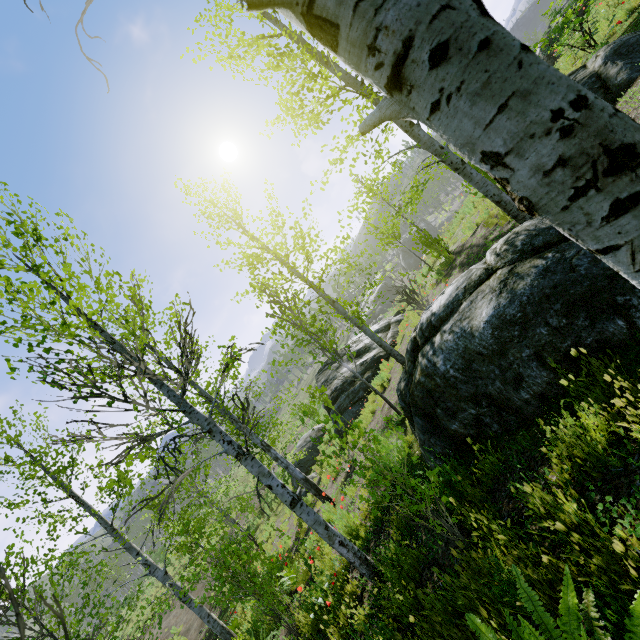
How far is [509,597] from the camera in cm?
226

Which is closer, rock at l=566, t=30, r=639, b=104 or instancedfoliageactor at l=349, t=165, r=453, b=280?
instancedfoliageactor at l=349, t=165, r=453, b=280

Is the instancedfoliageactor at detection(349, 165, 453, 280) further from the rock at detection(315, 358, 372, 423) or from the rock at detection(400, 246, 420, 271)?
the rock at detection(400, 246, 420, 271)

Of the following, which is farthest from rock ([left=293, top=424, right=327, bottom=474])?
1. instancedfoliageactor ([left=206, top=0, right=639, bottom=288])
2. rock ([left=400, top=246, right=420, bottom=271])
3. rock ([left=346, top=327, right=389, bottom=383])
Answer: rock ([left=400, top=246, right=420, bottom=271])

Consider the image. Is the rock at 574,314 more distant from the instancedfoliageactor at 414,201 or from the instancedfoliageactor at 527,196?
A: the instancedfoliageactor at 527,196

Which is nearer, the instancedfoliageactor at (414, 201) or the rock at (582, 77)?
the instancedfoliageactor at (414, 201)

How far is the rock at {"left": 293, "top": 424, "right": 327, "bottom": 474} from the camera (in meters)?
19.31

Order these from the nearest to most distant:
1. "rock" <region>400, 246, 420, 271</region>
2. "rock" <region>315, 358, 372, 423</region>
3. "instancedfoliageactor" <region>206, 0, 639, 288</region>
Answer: "instancedfoliageactor" <region>206, 0, 639, 288</region> < "rock" <region>315, 358, 372, 423</region> < "rock" <region>400, 246, 420, 271</region>
